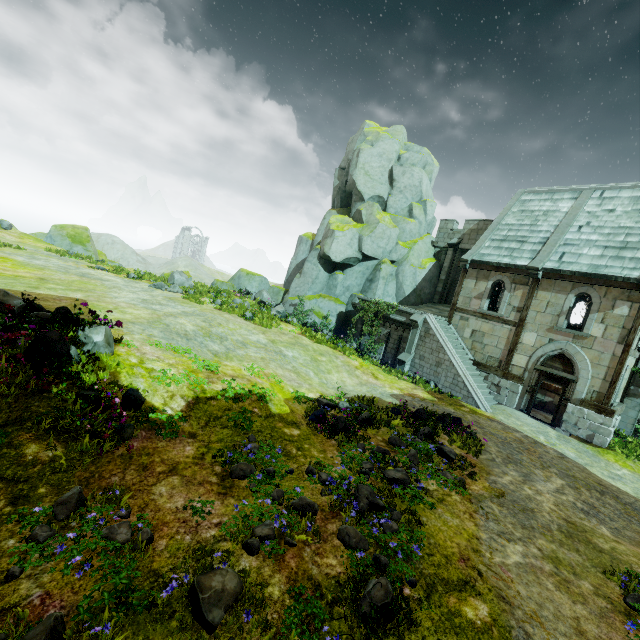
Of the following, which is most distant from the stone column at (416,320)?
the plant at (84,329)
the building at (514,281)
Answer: the plant at (84,329)

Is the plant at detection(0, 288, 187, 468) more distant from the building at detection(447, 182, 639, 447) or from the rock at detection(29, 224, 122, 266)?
the rock at detection(29, 224, 122, 266)

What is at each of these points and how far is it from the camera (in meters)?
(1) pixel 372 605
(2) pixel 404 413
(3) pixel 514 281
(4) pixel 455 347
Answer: (1) flower, 3.97
(2) plant, 11.34
(3) building, 17.77
(4) stair, 18.73

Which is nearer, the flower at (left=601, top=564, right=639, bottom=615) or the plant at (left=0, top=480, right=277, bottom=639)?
the plant at (left=0, top=480, right=277, bottom=639)

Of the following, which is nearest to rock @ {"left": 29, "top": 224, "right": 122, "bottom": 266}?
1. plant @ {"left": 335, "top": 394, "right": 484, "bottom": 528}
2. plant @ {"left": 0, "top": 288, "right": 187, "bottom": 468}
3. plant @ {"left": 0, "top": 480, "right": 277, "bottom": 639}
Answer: plant @ {"left": 335, "top": 394, "right": 484, "bottom": 528}

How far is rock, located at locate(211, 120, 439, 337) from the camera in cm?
2453

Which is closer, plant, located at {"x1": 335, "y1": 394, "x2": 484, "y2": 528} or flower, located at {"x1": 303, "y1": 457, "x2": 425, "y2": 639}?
flower, located at {"x1": 303, "y1": 457, "x2": 425, "y2": 639}

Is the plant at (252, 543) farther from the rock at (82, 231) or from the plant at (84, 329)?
the rock at (82, 231)
